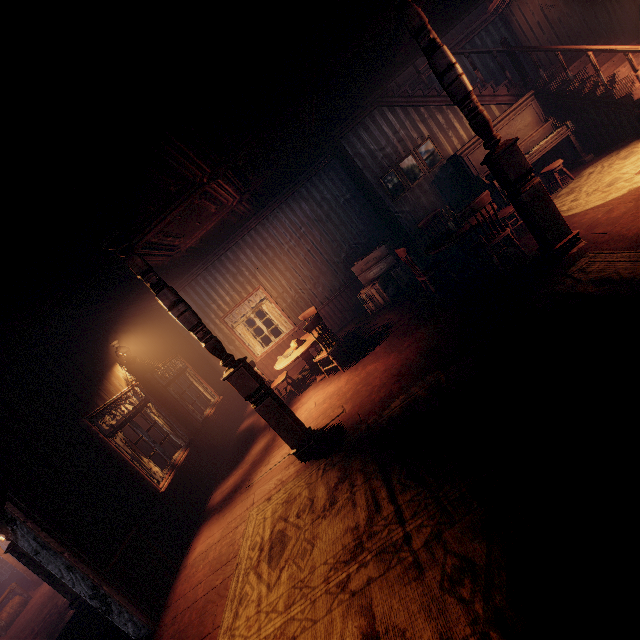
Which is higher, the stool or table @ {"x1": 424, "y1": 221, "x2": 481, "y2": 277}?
table @ {"x1": 424, "y1": 221, "x2": 481, "y2": 277}

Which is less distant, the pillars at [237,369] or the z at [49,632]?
the pillars at [237,369]

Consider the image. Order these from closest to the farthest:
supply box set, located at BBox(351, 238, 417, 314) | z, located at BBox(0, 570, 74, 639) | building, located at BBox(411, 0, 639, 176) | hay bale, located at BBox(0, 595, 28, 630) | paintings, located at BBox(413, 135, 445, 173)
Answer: building, located at BBox(411, 0, 639, 176)
paintings, located at BBox(413, 135, 445, 173)
supply box set, located at BBox(351, 238, 417, 314)
z, located at BBox(0, 570, 74, 639)
hay bale, located at BBox(0, 595, 28, 630)

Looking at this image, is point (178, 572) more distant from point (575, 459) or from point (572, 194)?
point (572, 194)

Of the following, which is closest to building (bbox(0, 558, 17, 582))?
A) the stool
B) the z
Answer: the z

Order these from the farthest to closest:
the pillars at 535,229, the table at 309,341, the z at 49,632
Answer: the z at 49,632 < the table at 309,341 < the pillars at 535,229

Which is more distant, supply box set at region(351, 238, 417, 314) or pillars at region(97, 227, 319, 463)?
supply box set at region(351, 238, 417, 314)

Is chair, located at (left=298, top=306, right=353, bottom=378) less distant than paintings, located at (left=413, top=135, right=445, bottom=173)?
Yes
